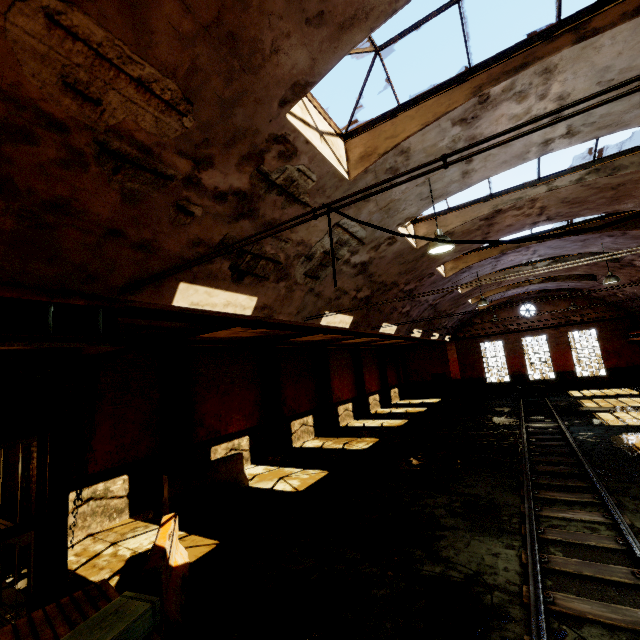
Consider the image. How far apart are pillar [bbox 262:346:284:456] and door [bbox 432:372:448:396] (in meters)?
19.89

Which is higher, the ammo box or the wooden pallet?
the ammo box

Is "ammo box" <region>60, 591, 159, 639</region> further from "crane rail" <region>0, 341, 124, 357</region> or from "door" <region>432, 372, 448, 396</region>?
"door" <region>432, 372, 448, 396</region>

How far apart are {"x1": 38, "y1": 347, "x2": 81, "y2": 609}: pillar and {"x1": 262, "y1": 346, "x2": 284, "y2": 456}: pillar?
10.55m

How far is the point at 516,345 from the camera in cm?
2723

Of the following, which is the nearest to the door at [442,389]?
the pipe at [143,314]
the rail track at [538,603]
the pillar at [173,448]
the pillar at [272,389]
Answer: the pipe at [143,314]

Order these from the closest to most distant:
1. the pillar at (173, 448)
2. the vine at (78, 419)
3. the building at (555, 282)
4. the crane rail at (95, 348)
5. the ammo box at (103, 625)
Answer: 1. the ammo box at (103, 625)
2. the crane rail at (95, 348)
3. the vine at (78, 419)
4. the pillar at (173, 448)
5. the building at (555, 282)

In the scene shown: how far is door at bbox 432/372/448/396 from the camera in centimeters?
3002cm
